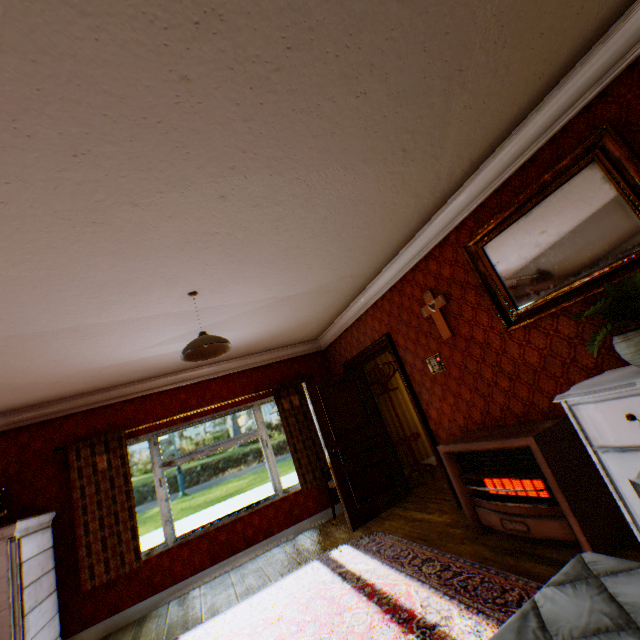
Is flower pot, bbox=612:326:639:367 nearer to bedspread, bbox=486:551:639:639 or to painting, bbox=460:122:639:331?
painting, bbox=460:122:639:331

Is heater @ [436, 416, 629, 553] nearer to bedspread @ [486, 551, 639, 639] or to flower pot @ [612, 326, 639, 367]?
flower pot @ [612, 326, 639, 367]

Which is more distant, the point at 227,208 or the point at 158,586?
the point at 158,586

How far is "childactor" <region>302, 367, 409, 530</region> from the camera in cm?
486

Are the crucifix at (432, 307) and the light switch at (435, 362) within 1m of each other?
yes

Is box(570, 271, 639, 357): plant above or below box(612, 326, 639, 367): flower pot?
above

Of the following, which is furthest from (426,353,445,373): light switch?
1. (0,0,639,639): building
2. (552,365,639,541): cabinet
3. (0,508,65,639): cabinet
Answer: (0,508,65,639): cabinet

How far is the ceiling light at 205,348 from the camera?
2.96m
